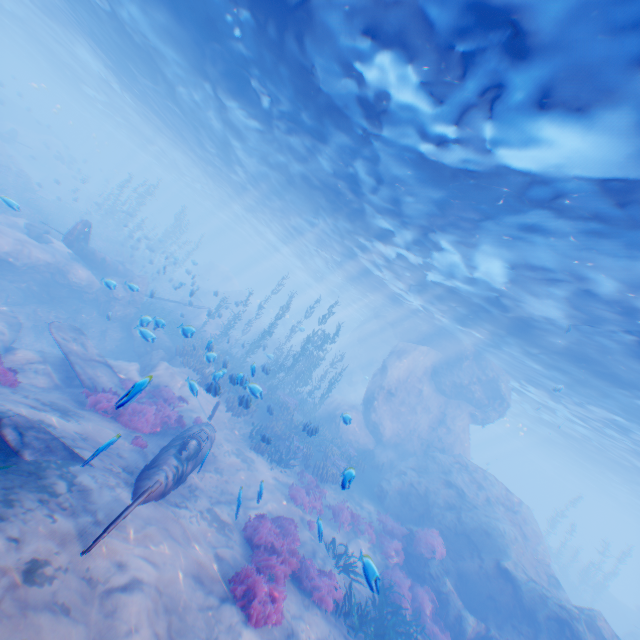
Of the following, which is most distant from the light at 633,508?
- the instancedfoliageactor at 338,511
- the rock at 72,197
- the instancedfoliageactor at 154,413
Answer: the instancedfoliageactor at 154,413

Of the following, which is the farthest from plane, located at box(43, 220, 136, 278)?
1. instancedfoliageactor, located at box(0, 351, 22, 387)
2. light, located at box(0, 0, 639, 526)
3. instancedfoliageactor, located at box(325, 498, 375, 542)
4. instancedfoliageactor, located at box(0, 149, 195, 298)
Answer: light, located at box(0, 0, 639, 526)

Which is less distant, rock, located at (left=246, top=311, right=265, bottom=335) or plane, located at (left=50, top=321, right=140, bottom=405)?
plane, located at (left=50, top=321, right=140, bottom=405)

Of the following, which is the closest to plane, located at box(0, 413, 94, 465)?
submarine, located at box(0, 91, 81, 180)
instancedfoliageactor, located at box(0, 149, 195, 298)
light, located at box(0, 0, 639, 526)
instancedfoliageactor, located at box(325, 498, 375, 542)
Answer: instancedfoliageactor, located at box(0, 149, 195, 298)

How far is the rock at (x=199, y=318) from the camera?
25.72m

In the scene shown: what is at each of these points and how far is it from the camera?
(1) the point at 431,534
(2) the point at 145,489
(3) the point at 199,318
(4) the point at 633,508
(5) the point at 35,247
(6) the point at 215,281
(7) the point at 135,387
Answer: (1) instancedfoliageactor, 14.2 meters
(2) plane, 5.6 meters
(3) rock, 26.6 meters
(4) light, 44.8 meters
(5) rock, 17.5 meters
(6) rock, 48.0 meters
(7) instancedfoliageactor, 3.4 meters

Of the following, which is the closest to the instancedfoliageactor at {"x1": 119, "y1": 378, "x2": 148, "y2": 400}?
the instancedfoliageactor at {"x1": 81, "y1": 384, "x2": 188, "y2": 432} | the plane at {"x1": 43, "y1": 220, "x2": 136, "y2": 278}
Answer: the plane at {"x1": 43, "y1": 220, "x2": 136, "y2": 278}

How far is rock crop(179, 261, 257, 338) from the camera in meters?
25.8 m
